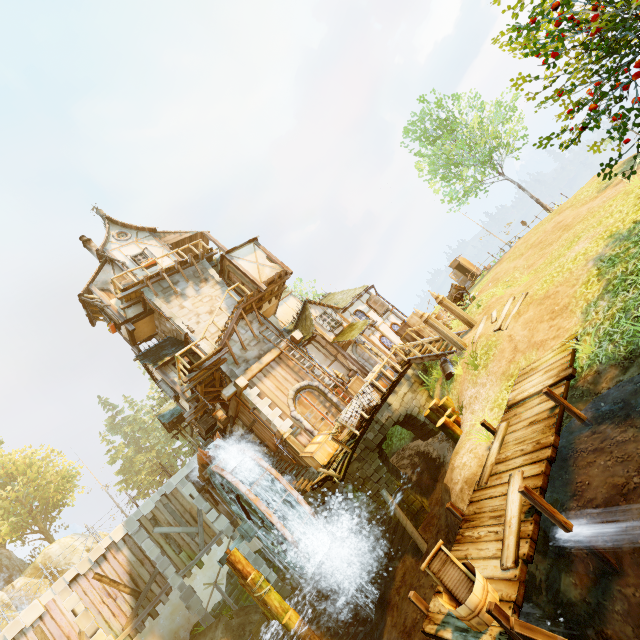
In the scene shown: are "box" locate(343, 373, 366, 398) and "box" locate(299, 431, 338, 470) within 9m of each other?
yes

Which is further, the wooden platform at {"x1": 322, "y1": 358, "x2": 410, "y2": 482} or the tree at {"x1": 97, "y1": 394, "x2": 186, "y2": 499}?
the tree at {"x1": 97, "y1": 394, "x2": 186, "y2": 499}

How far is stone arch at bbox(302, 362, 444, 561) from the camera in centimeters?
1246cm

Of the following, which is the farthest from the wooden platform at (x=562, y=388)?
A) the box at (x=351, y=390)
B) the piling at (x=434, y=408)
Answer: the box at (x=351, y=390)

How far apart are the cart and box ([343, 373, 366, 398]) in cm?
750

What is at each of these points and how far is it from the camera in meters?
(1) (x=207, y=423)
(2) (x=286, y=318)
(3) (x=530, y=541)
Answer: (1) box, 19.9
(2) building, 23.2
(3) wooden platform, 4.7

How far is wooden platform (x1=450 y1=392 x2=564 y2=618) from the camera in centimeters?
451cm

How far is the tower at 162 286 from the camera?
17.0 meters
